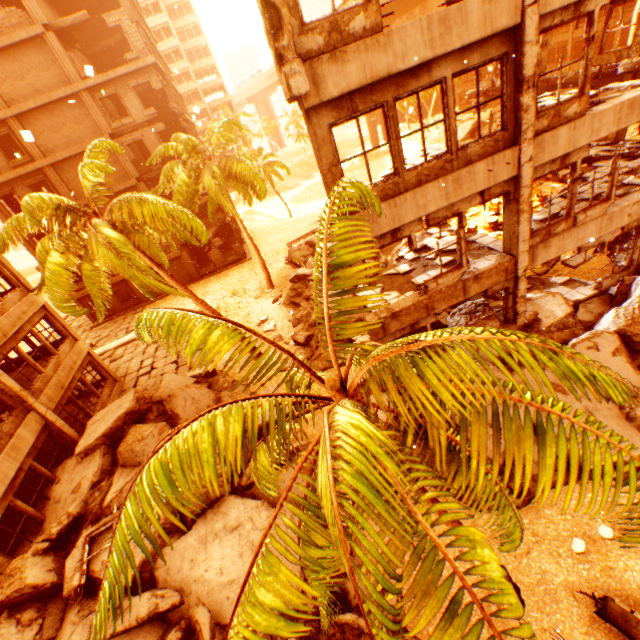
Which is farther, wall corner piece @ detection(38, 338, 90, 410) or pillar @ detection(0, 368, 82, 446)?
wall corner piece @ detection(38, 338, 90, 410)

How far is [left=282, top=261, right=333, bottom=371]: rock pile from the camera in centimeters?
1434cm

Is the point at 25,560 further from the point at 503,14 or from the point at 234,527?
the point at 503,14

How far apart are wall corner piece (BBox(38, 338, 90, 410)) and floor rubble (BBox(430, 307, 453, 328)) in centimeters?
1540cm

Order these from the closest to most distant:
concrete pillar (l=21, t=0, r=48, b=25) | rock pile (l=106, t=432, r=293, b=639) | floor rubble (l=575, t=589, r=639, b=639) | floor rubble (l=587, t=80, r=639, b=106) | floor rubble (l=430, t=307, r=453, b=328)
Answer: floor rubble (l=575, t=589, r=639, b=639) < rock pile (l=106, t=432, r=293, b=639) < floor rubble (l=587, t=80, r=639, b=106) < floor rubble (l=430, t=307, r=453, b=328) < concrete pillar (l=21, t=0, r=48, b=25)

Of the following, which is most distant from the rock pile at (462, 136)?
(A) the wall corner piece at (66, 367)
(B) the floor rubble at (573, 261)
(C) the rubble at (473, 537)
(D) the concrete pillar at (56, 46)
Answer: (A) the wall corner piece at (66, 367)

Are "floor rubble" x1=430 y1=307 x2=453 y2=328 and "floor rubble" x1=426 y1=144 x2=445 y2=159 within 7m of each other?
yes

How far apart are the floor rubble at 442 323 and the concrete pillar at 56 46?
26.53m
